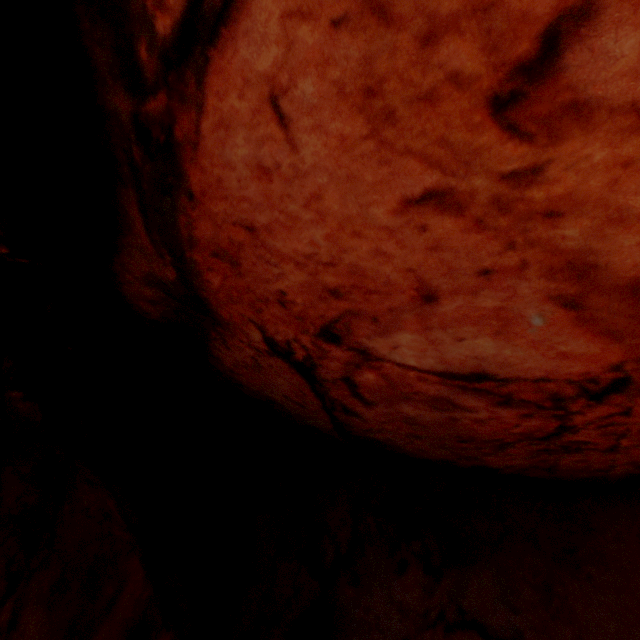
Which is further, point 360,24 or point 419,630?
point 419,630
